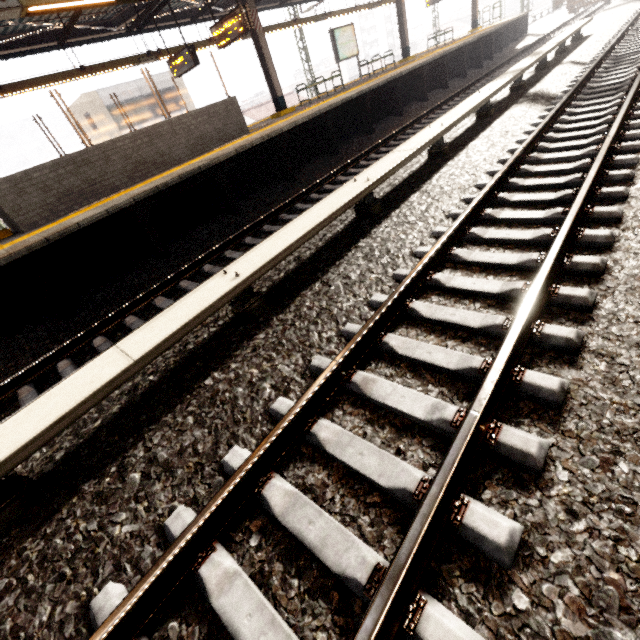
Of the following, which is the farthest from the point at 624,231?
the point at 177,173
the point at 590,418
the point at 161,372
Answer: the point at 177,173

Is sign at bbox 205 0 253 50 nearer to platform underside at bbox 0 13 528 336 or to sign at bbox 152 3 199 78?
sign at bbox 152 3 199 78

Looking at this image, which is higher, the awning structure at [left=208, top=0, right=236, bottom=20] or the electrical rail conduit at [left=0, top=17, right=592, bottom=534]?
the awning structure at [left=208, top=0, right=236, bottom=20]

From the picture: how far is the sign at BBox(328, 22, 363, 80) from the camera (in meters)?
13.11

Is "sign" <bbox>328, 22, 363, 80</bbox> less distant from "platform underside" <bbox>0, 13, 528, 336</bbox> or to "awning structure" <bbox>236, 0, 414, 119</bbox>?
"awning structure" <bbox>236, 0, 414, 119</bbox>

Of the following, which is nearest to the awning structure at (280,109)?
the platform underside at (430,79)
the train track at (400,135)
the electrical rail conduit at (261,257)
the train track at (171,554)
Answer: the platform underside at (430,79)

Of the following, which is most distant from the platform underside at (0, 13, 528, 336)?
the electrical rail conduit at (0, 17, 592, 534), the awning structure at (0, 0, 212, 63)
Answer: the electrical rail conduit at (0, 17, 592, 534)

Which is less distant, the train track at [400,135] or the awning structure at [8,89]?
the train track at [400,135]
